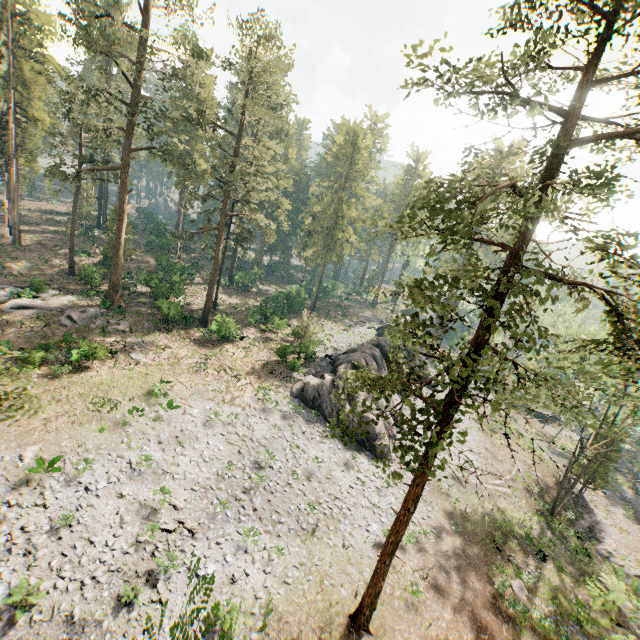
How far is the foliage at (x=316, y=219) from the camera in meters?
34.9

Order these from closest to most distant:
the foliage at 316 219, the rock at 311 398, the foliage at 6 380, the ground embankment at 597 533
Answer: the foliage at 6 380 → the rock at 311 398 → the ground embankment at 597 533 → the foliage at 316 219

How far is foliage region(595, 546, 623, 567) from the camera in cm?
2878

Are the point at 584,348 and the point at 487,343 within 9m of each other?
yes

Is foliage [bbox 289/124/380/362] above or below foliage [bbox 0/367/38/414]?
above

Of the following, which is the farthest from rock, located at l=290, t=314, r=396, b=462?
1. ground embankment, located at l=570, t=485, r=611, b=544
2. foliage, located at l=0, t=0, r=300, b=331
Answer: ground embankment, located at l=570, t=485, r=611, b=544

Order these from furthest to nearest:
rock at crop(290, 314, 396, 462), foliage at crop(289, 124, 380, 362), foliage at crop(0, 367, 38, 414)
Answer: foliage at crop(289, 124, 380, 362) < rock at crop(290, 314, 396, 462) < foliage at crop(0, 367, 38, 414)
